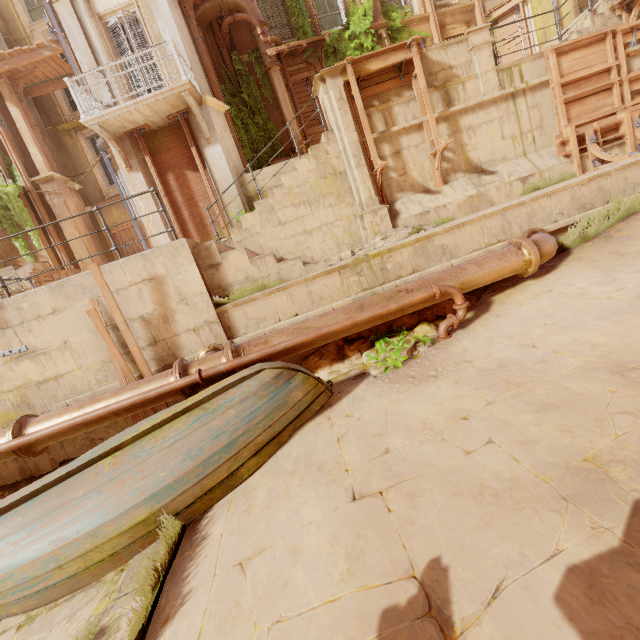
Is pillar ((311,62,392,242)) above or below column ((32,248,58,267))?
below

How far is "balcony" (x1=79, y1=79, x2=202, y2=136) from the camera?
9.0m

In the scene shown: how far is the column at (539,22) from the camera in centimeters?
1284cm

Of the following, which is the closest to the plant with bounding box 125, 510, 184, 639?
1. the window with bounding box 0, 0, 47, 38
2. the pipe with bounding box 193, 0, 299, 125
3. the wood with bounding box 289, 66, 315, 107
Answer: the pipe with bounding box 193, 0, 299, 125

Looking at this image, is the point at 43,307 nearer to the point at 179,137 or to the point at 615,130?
the point at 179,137

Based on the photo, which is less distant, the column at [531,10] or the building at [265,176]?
the building at [265,176]

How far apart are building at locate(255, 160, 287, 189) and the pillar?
1.85m

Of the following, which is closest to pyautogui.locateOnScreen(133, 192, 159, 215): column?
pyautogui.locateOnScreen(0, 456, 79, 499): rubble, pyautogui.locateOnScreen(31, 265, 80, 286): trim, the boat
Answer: pyautogui.locateOnScreen(31, 265, 80, 286): trim
